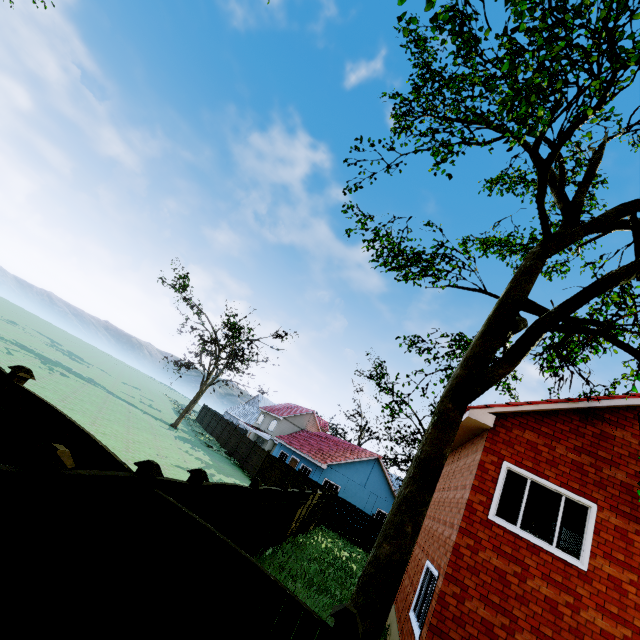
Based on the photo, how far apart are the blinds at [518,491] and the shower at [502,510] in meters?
2.3

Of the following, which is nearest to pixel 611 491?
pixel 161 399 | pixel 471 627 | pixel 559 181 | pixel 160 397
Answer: pixel 471 627

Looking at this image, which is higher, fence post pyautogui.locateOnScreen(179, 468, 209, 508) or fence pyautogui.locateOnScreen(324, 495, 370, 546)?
fence post pyautogui.locateOnScreen(179, 468, 209, 508)

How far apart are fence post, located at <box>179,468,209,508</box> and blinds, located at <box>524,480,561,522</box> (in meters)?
6.90

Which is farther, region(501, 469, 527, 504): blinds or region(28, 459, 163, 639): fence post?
region(501, 469, 527, 504): blinds

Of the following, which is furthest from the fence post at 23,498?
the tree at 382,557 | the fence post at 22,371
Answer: the tree at 382,557

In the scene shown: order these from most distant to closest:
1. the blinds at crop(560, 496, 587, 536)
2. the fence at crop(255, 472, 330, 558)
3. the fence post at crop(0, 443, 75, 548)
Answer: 1. the fence at crop(255, 472, 330, 558)
2. the blinds at crop(560, 496, 587, 536)
3. the fence post at crop(0, 443, 75, 548)

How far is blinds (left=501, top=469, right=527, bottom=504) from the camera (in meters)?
7.77
